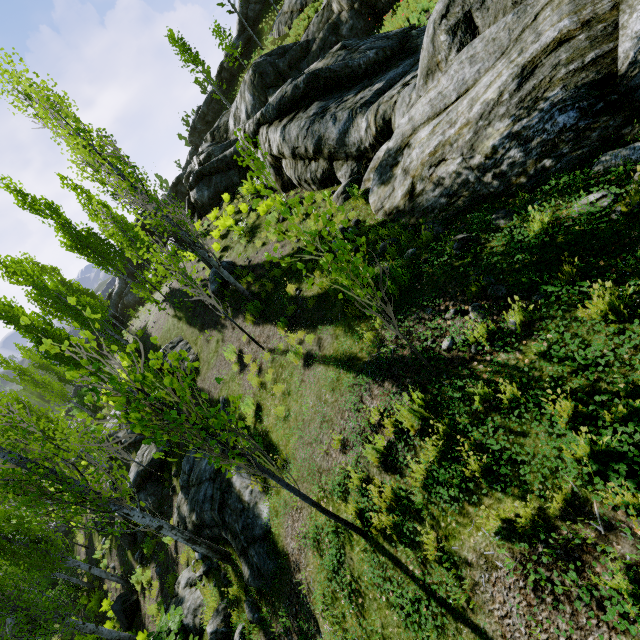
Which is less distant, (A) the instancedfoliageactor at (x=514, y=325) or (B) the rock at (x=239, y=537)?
(A) the instancedfoliageactor at (x=514, y=325)

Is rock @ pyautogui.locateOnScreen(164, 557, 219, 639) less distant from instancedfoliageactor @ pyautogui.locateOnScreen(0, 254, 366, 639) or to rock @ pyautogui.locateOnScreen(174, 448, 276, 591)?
rock @ pyautogui.locateOnScreen(174, 448, 276, 591)

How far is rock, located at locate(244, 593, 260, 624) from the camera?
6.4 meters

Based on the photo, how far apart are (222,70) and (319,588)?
56.42m

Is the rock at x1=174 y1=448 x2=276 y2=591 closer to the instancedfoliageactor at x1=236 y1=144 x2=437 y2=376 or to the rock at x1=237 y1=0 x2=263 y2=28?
the instancedfoliageactor at x1=236 y1=144 x2=437 y2=376

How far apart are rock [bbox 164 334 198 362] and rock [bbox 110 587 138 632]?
8.4 meters

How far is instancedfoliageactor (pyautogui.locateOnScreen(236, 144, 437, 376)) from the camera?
3.3 meters

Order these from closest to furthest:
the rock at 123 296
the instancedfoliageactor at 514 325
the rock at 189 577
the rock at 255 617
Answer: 1. the instancedfoliageactor at 514 325
2. the rock at 255 617
3. the rock at 189 577
4. the rock at 123 296
